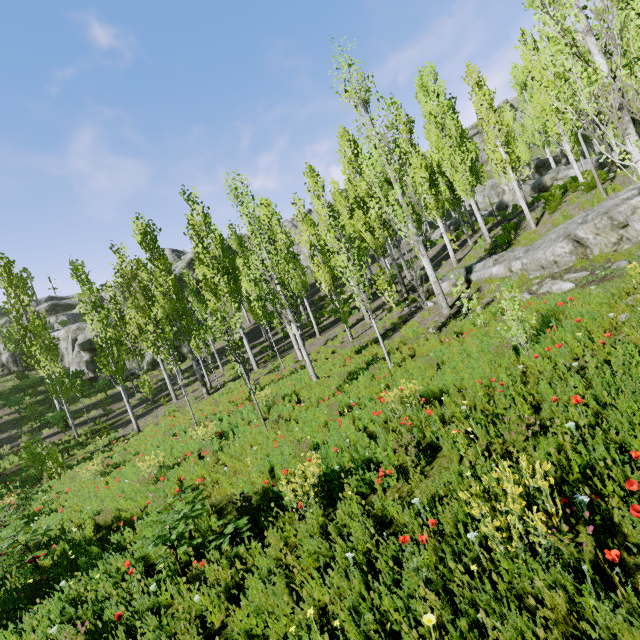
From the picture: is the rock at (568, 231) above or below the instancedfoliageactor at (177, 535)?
above

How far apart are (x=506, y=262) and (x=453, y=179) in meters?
9.1

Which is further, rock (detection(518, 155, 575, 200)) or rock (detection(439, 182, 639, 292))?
rock (detection(518, 155, 575, 200))

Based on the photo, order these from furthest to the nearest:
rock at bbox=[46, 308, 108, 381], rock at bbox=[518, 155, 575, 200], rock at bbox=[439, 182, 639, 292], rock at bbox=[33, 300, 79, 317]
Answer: rock at bbox=[33, 300, 79, 317] → rock at bbox=[46, 308, 108, 381] → rock at bbox=[518, 155, 575, 200] → rock at bbox=[439, 182, 639, 292]

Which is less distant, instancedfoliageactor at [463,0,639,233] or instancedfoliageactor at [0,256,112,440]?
instancedfoliageactor at [463,0,639,233]

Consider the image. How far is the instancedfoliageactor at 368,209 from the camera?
9.56m

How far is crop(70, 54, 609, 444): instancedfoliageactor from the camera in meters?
9.6 m

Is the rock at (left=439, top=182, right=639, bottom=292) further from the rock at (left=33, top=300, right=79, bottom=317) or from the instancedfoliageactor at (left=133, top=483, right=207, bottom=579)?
the rock at (left=33, top=300, right=79, bottom=317)
